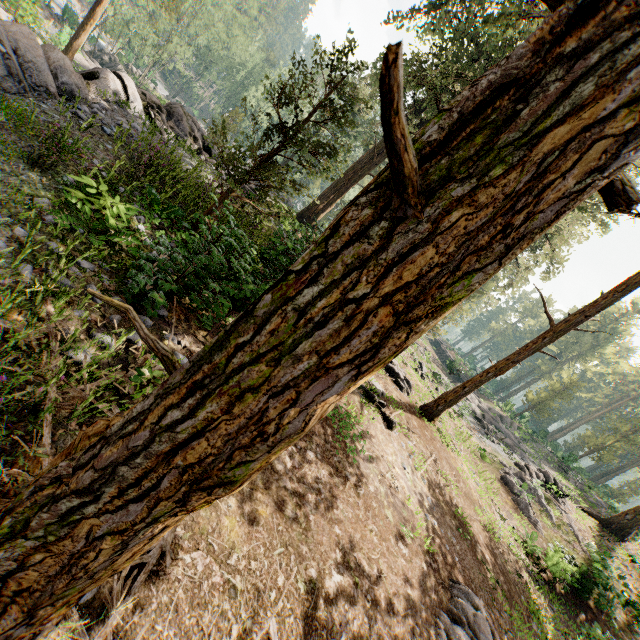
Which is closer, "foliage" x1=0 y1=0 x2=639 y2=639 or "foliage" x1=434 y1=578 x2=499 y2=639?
"foliage" x1=0 y1=0 x2=639 y2=639

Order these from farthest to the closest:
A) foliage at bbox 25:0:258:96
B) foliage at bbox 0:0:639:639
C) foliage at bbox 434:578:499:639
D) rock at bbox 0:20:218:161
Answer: foliage at bbox 25:0:258:96, rock at bbox 0:20:218:161, foliage at bbox 434:578:499:639, foliage at bbox 0:0:639:639

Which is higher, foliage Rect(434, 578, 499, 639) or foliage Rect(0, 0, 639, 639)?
foliage Rect(0, 0, 639, 639)

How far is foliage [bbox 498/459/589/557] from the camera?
18.8 meters

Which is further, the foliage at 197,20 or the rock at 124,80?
the foliage at 197,20

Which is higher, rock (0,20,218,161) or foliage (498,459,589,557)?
foliage (498,459,589,557)

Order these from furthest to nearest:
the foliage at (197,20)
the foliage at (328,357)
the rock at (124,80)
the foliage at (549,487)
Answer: the foliage at (197,20)
the foliage at (549,487)
the rock at (124,80)
the foliage at (328,357)

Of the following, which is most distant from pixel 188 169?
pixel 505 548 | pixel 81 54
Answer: pixel 81 54
